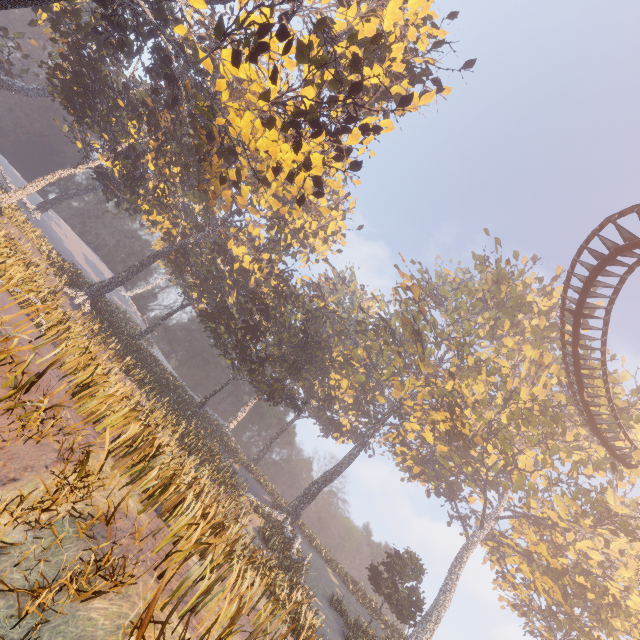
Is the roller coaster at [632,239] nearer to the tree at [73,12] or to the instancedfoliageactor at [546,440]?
the instancedfoliageactor at [546,440]

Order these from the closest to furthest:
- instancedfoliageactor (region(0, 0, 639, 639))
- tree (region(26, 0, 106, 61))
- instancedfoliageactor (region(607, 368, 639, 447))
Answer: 1. instancedfoliageactor (region(0, 0, 639, 639))
2. instancedfoliageactor (region(607, 368, 639, 447))
3. tree (region(26, 0, 106, 61))

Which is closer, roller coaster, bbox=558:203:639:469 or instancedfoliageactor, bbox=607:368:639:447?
roller coaster, bbox=558:203:639:469

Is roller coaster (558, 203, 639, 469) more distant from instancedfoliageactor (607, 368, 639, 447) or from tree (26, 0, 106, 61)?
tree (26, 0, 106, 61)

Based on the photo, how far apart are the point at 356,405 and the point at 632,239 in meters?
37.5 m

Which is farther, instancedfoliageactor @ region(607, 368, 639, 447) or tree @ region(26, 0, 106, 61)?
tree @ region(26, 0, 106, 61)

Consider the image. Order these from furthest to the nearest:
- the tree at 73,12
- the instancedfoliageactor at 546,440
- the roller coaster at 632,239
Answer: the tree at 73,12 < the roller coaster at 632,239 < the instancedfoliageactor at 546,440
